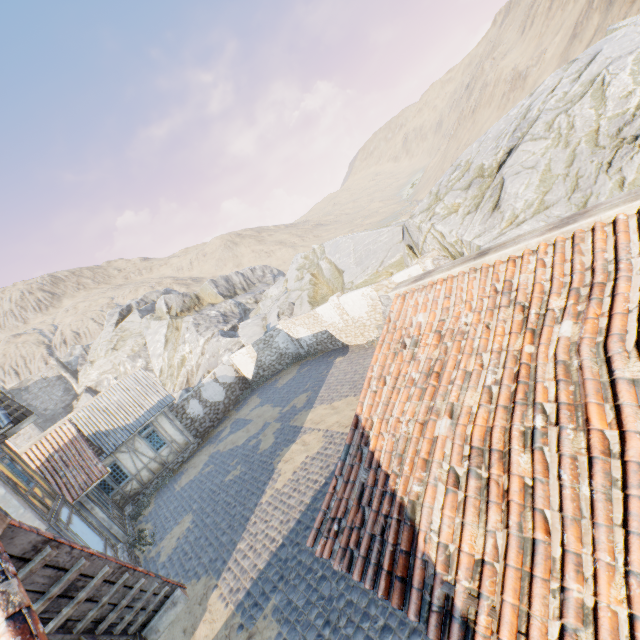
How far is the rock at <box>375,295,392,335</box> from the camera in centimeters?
1504cm

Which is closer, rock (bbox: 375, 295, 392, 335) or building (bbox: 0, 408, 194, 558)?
building (bbox: 0, 408, 194, 558)

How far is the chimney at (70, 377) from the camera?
45.8 meters

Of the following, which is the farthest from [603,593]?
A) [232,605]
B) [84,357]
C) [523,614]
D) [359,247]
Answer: [84,357]

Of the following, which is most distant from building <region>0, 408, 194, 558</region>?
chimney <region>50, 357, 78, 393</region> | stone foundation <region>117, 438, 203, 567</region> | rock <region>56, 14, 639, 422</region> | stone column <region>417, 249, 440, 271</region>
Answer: chimney <region>50, 357, 78, 393</region>

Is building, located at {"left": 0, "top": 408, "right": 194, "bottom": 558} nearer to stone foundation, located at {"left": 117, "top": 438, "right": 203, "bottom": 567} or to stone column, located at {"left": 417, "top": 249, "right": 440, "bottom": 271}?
stone foundation, located at {"left": 117, "top": 438, "right": 203, "bottom": 567}

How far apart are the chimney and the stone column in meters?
52.5 m

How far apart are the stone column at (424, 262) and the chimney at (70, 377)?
52.5m
